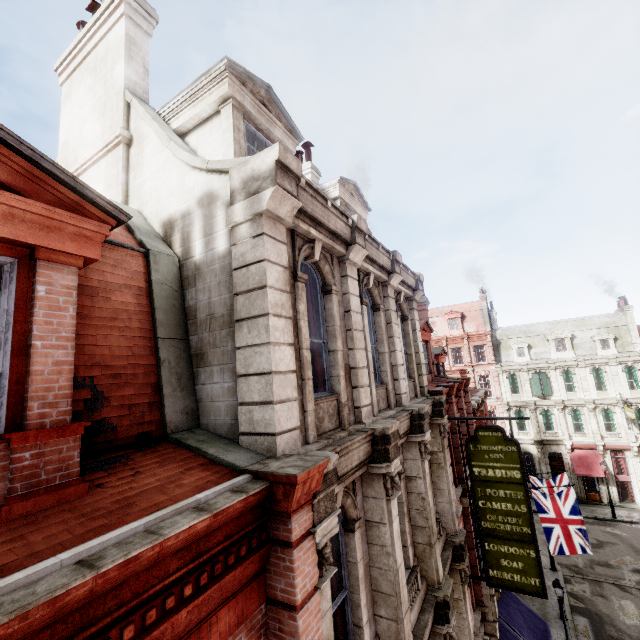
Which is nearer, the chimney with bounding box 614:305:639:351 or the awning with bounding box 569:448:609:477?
the awning with bounding box 569:448:609:477

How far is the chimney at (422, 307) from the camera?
18.12m

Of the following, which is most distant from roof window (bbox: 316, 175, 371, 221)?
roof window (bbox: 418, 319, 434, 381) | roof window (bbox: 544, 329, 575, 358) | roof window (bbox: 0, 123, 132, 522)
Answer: roof window (bbox: 544, 329, 575, 358)

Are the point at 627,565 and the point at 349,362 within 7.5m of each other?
no

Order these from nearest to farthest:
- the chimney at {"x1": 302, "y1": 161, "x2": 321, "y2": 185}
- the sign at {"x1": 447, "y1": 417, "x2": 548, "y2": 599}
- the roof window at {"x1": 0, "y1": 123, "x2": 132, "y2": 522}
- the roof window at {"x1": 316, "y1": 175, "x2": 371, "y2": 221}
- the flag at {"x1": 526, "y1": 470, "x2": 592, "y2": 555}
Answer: the roof window at {"x1": 0, "y1": 123, "x2": 132, "y2": 522}, the sign at {"x1": 447, "y1": 417, "x2": 548, "y2": 599}, the roof window at {"x1": 316, "y1": 175, "x2": 371, "y2": 221}, the chimney at {"x1": 302, "y1": 161, "x2": 321, "y2": 185}, the flag at {"x1": 526, "y1": 470, "x2": 592, "y2": 555}

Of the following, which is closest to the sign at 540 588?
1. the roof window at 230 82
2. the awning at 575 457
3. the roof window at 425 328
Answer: the roof window at 425 328

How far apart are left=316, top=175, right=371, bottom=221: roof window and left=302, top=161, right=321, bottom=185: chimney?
0.6m

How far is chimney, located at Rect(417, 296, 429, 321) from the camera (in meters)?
18.12
